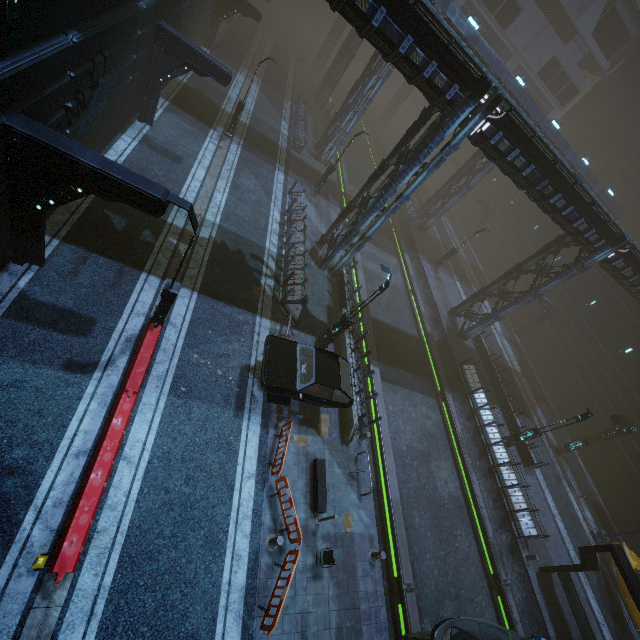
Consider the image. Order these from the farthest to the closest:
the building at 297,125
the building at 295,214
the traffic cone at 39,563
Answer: the building at 297,125
the building at 295,214
the traffic cone at 39,563

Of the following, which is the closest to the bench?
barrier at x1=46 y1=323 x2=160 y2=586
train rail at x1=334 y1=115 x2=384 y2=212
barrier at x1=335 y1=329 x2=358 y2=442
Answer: barrier at x1=335 y1=329 x2=358 y2=442

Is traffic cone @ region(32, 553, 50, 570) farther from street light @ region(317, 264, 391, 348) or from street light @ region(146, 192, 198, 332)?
street light @ region(317, 264, 391, 348)

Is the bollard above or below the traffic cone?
below

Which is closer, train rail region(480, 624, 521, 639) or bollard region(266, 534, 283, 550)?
bollard region(266, 534, 283, 550)

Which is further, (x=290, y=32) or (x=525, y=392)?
(x=290, y=32)

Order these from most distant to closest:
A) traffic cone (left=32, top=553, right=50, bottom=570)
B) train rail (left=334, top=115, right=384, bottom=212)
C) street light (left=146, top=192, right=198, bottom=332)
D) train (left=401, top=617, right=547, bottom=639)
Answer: train rail (left=334, top=115, right=384, bottom=212), train (left=401, top=617, right=547, bottom=639), street light (left=146, top=192, right=198, bottom=332), traffic cone (left=32, top=553, right=50, bottom=570)

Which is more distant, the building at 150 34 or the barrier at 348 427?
the barrier at 348 427
